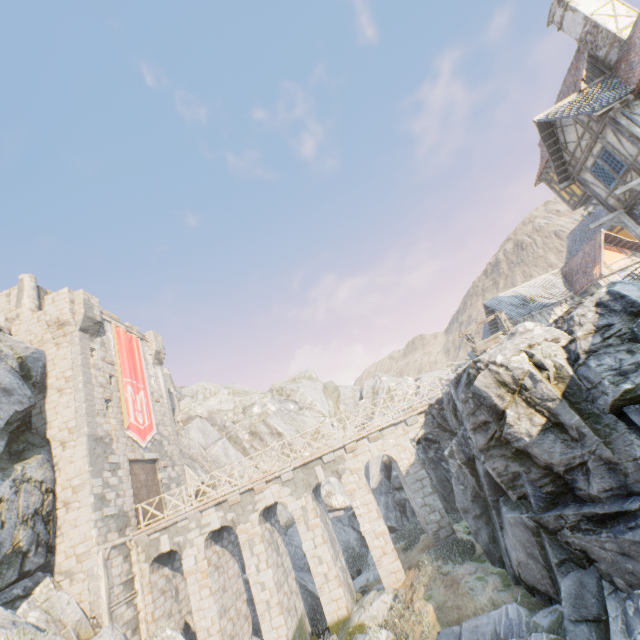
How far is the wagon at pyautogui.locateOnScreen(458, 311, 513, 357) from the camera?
12.2 meters

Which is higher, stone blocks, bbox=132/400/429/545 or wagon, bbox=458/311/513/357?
wagon, bbox=458/311/513/357

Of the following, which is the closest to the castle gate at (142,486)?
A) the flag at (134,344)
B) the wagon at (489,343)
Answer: the flag at (134,344)

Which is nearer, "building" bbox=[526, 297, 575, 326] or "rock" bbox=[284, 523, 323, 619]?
"rock" bbox=[284, 523, 323, 619]

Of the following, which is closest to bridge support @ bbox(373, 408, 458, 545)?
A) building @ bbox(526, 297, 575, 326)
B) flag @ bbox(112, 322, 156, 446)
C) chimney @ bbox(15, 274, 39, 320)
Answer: flag @ bbox(112, 322, 156, 446)

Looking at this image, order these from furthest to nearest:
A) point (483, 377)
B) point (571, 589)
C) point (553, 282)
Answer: point (553, 282)
point (483, 377)
point (571, 589)

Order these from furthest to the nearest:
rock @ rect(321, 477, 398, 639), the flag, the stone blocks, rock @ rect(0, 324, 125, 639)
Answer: the flag
the stone blocks
rock @ rect(321, 477, 398, 639)
rock @ rect(0, 324, 125, 639)

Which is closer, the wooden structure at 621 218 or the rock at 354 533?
the rock at 354 533
